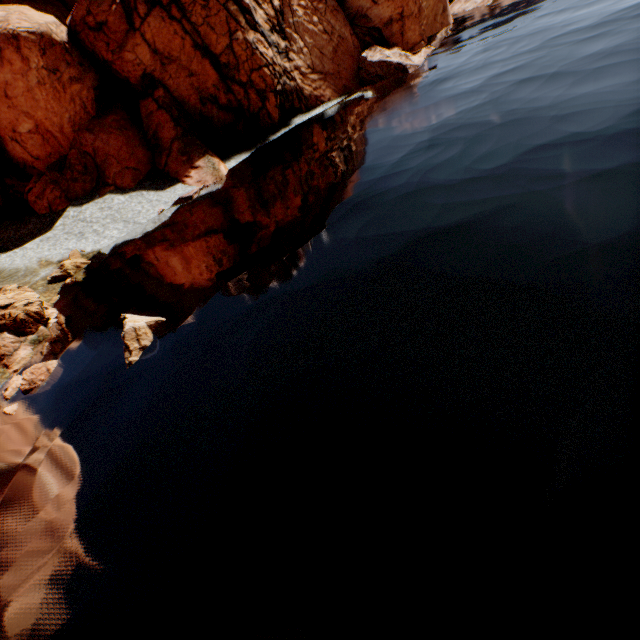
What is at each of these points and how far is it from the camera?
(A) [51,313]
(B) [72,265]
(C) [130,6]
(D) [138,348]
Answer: (A) rock, 18.2 meters
(B) rock, 22.1 meters
(C) rock, 26.8 meters
(D) rock, 12.8 meters

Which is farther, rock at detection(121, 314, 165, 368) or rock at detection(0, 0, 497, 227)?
rock at detection(0, 0, 497, 227)

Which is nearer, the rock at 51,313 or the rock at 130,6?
the rock at 51,313

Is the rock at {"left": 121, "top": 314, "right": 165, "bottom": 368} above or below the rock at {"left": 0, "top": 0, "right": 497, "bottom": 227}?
below

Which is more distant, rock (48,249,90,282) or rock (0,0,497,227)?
rock (0,0,497,227)

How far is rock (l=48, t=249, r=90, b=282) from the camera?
21.8m

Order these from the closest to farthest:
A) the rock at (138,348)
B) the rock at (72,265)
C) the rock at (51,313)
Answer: the rock at (138,348), the rock at (51,313), the rock at (72,265)
